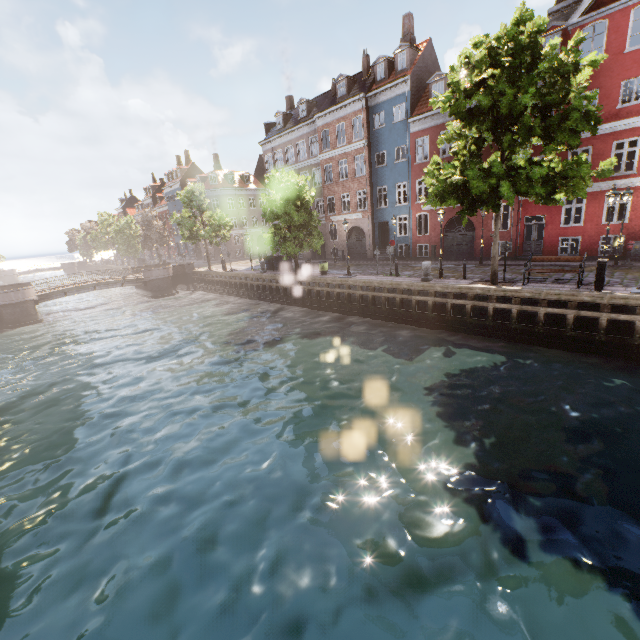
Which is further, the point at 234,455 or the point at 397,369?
the point at 397,369

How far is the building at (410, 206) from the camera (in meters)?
25.36

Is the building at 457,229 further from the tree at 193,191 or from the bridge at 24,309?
the bridge at 24,309

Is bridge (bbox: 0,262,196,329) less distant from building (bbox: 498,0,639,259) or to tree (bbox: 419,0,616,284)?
tree (bbox: 419,0,616,284)

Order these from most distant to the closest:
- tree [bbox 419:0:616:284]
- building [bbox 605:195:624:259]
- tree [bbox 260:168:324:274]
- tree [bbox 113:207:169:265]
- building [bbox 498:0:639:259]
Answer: tree [bbox 113:207:169:265], tree [bbox 260:168:324:274], building [bbox 605:195:624:259], building [bbox 498:0:639:259], tree [bbox 419:0:616:284]

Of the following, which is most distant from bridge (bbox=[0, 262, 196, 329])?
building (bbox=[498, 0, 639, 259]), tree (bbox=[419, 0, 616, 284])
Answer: building (bbox=[498, 0, 639, 259])

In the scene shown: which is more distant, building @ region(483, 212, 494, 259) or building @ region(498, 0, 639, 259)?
building @ region(483, 212, 494, 259)

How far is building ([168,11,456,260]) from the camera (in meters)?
25.36
